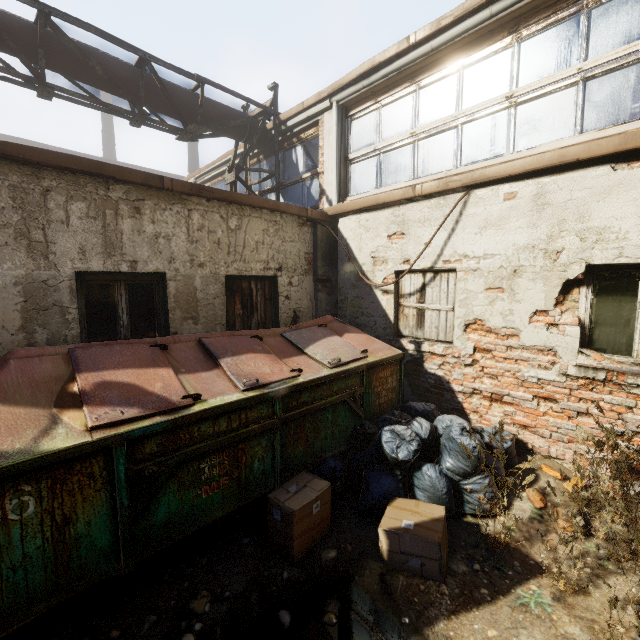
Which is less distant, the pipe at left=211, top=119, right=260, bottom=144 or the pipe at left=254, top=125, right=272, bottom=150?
the pipe at left=211, top=119, right=260, bottom=144

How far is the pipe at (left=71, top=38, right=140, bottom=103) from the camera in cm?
539

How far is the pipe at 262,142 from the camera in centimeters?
780cm

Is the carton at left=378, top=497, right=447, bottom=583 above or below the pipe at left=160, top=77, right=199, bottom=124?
below

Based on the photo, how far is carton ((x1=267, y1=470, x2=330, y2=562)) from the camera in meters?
2.8

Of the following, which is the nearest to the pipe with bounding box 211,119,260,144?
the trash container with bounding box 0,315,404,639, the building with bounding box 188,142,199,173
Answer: the trash container with bounding box 0,315,404,639

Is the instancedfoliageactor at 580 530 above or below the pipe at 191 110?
below

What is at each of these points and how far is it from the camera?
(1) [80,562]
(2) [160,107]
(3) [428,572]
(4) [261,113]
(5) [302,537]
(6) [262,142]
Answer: (1) trash container, 2.08m
(2) pipe, 6.34m
(3) carton, 2.65m
(4) scaffolding, 7.32m
(5) carton, 2.88m
(6) pipe, 7.96m
